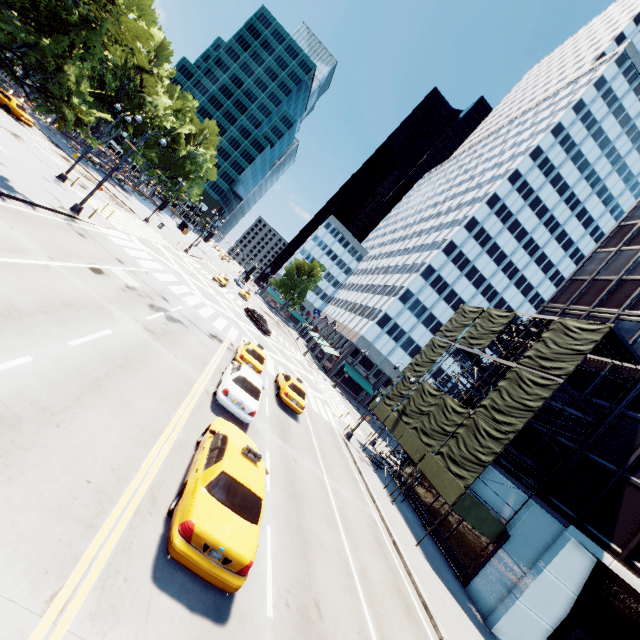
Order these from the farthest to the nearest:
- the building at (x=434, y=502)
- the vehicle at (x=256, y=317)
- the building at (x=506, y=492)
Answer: the vehicle at (x=256, y=317)
the building at (x=434, y=502)
the building at (x=506, y=492)

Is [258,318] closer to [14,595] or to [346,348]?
[346,348]

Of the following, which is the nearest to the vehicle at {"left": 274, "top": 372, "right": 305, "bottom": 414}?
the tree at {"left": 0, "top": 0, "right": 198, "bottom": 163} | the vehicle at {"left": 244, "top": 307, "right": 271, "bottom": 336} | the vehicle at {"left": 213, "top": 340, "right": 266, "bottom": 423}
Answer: the vehicle at {"left": 213, "top": 340, "right": 266, "bottom": 423}

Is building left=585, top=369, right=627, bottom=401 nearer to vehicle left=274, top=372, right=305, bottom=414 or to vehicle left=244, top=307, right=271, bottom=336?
vehicle left=274, top=372, right=305, bottom=414

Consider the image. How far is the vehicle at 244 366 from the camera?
12.61m

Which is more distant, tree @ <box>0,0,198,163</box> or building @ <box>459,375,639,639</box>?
building @ <box>459,375,639,639</box>

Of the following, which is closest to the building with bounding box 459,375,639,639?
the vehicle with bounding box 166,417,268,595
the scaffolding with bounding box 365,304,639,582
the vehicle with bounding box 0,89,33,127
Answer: the scaffolding with bounding box 365,304,639,582

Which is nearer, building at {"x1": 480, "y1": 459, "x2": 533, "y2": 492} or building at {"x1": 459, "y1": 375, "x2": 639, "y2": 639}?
building at {"x1": 459, "y1": 375, "x2": 639, "y2": 639}
